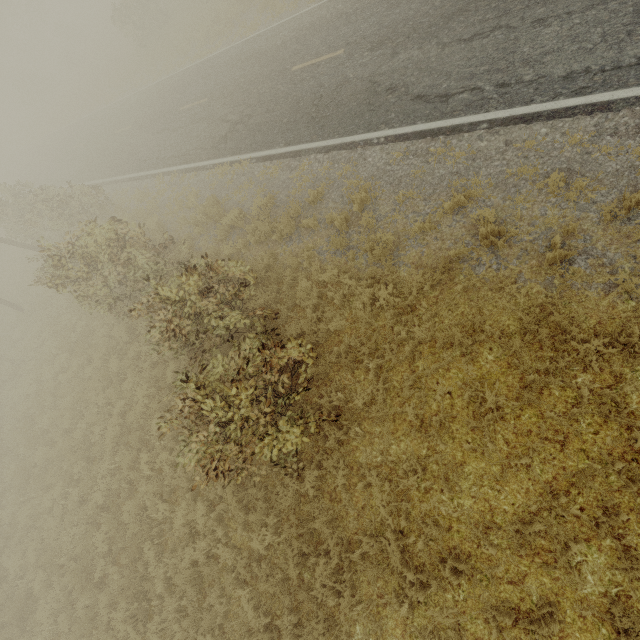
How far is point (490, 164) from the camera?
6.73m
